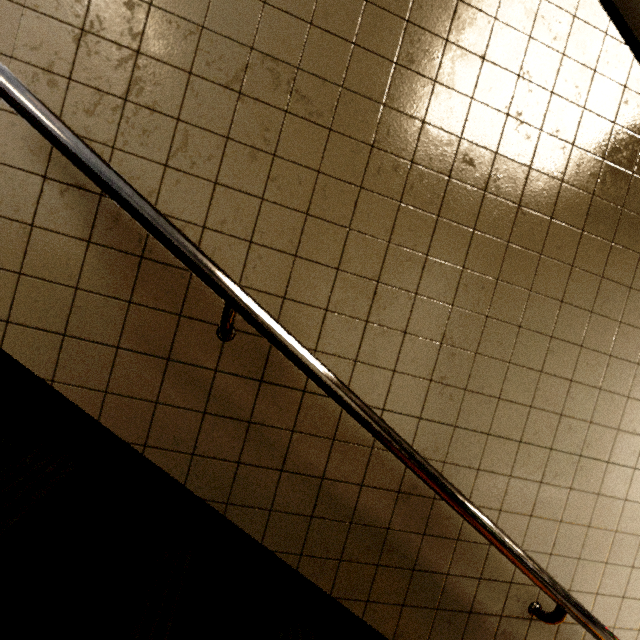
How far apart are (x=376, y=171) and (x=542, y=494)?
1.4 meters
